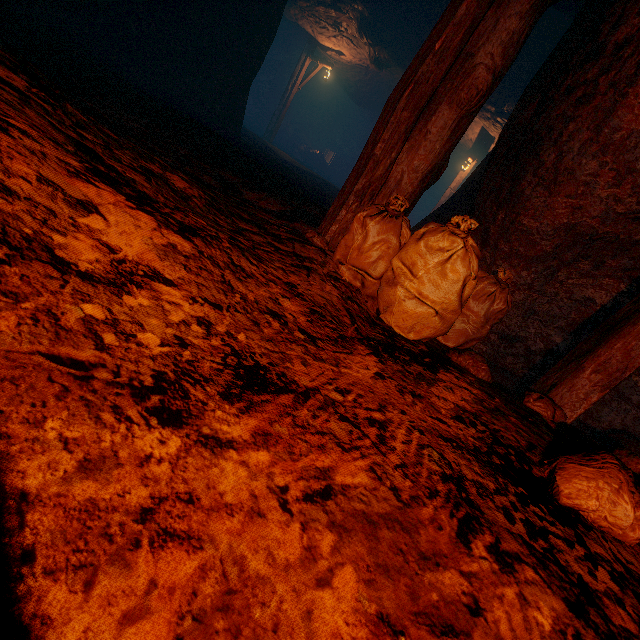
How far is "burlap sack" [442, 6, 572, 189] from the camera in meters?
6.5

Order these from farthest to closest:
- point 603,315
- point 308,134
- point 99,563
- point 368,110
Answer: point 308,134
point 368,110
point 603,315
point 99,563

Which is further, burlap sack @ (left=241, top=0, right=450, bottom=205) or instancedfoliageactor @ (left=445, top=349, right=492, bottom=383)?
burlap sack @ (left=241, top=0, right=450, bottom=205)

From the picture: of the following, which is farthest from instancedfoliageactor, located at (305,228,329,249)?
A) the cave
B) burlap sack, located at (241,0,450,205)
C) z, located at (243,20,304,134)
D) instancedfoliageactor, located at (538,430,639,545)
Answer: z, located at (243,20,304,134)

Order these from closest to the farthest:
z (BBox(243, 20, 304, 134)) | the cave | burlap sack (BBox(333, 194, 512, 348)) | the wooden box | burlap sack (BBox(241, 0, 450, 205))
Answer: the cave, burlap sack (BBox(333, 194, 512, 348)), burlap sack (BBox(241, 0, 450, 205)), z (BBox(243, 20, 304, 134)), the wooden box

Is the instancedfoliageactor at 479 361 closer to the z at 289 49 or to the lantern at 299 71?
the lantern at 299 71

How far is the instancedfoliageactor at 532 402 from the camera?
1.81m
